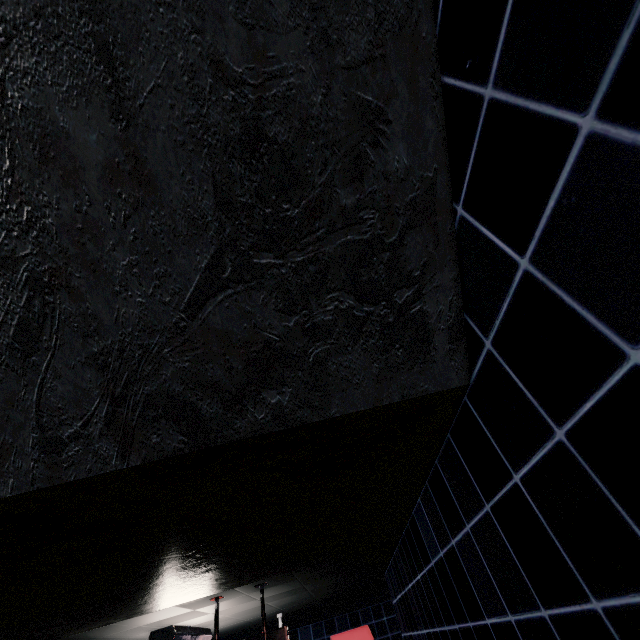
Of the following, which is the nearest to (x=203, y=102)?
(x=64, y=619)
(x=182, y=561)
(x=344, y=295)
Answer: (x=344, y=295)
